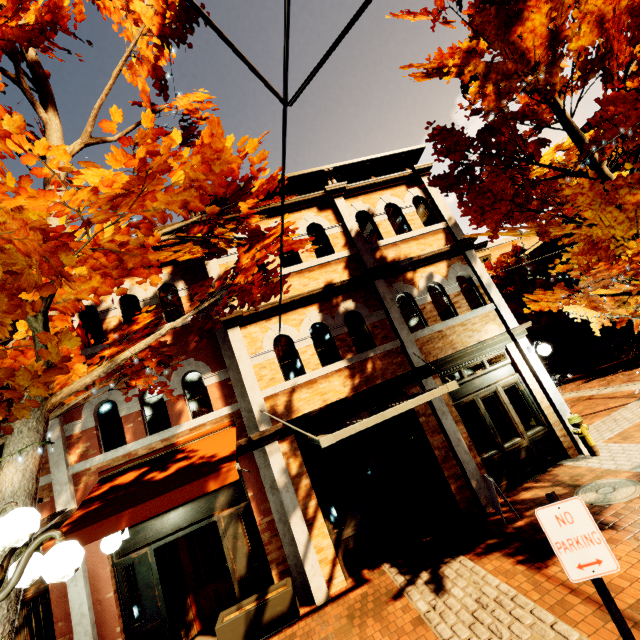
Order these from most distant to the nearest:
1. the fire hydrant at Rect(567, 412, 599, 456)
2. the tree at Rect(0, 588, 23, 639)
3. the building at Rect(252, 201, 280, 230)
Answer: the building at Rect(252, 201, 280, 230), the fire hydrant at Rect(567, 412, 599, 456), the tree at Rect(0, 588, 23, 639)

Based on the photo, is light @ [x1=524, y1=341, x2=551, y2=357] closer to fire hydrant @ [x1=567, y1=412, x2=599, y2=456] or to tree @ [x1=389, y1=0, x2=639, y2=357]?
tree @ [x1=389, y1=0, x2=639, y2=357]

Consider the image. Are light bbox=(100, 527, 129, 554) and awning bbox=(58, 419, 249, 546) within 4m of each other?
yes

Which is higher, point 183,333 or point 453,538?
point 183,333

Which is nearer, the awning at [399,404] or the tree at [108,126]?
the tree at [108,126]

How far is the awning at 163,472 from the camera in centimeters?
513cm

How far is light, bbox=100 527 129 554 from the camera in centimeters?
525cm

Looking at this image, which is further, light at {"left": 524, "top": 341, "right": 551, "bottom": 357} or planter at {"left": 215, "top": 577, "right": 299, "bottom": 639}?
light at {"left": 524, "top": 341, "right": 551, "bottom": 357}
